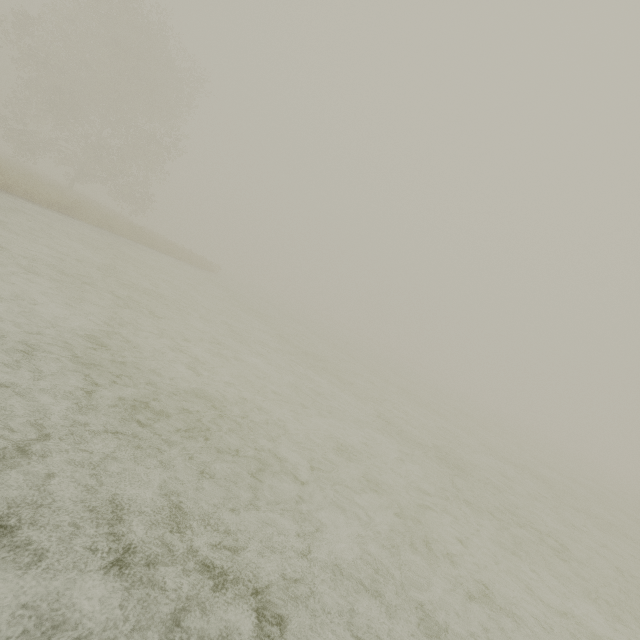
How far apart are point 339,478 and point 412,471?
2.28m
